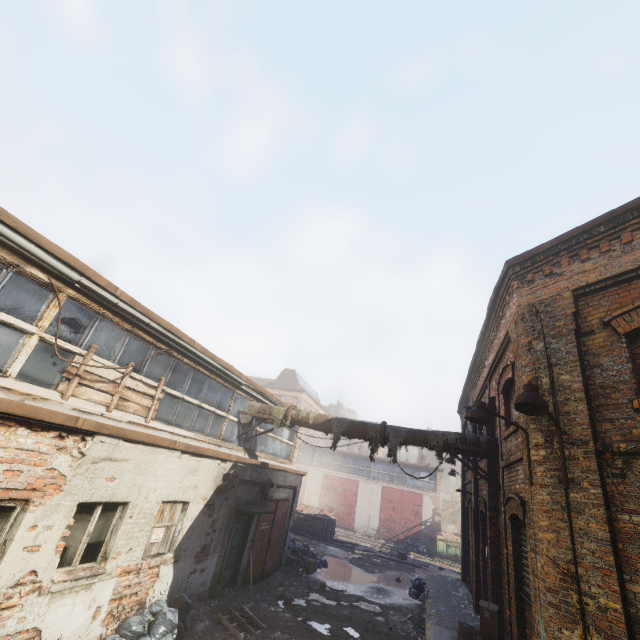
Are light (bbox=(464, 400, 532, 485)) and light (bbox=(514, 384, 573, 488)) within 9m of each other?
yes

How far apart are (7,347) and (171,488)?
4.57m

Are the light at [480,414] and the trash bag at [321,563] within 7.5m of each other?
no

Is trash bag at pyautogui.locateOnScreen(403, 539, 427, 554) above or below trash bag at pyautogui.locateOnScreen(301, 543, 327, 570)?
above

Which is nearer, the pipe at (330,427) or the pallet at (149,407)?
the pallet at (149,407)

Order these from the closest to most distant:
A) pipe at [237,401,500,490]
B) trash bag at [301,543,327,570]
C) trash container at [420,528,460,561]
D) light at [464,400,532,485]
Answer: light at [464,400,532,485], pipe at [237,401,500,490], trash bag at [301,543,327,570], trash container at [420,528,460,561]

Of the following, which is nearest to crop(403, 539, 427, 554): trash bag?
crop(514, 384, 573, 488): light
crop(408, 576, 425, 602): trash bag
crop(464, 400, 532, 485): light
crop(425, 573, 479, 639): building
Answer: crop(425, 573, 479, 639): building

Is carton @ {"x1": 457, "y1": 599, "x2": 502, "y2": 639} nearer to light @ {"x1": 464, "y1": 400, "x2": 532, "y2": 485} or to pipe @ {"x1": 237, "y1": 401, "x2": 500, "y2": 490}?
pipe @ {"x1": 237, "y1": 401, "x2": 500, "y2": 490}
